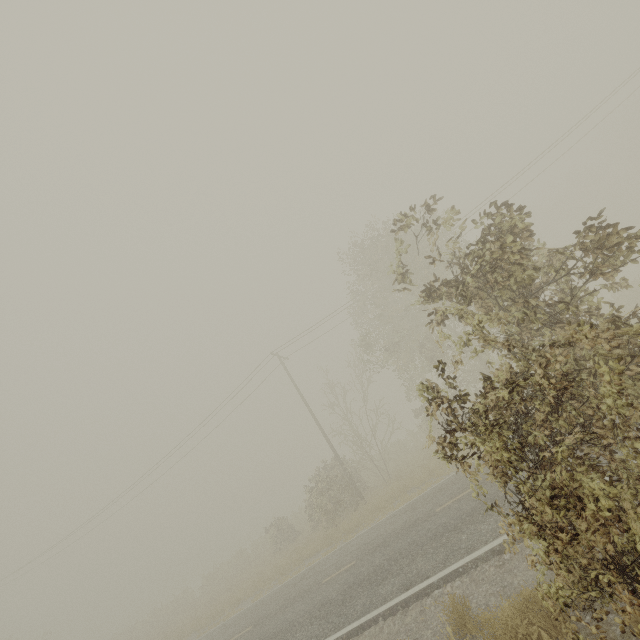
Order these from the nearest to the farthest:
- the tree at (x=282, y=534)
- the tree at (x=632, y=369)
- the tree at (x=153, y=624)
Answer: the tree at (x=632, y=369) < the tree at (x=282, y=534) < the tree at (x=153, y=624)

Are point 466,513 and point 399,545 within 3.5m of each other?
yes

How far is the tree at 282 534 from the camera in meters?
19.7 m

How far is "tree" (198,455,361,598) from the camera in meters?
19.7 m

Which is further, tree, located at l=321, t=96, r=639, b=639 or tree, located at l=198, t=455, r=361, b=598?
tree, located at l=198, t=455, r=361, b=598

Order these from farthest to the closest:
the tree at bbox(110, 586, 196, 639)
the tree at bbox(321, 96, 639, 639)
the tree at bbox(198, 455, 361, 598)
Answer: the tree at bbox(110, 586, 196, 639)
the tree at bbox(198, 455, 361, 598)
the tree at bbox(321, 96, 639, 639)
